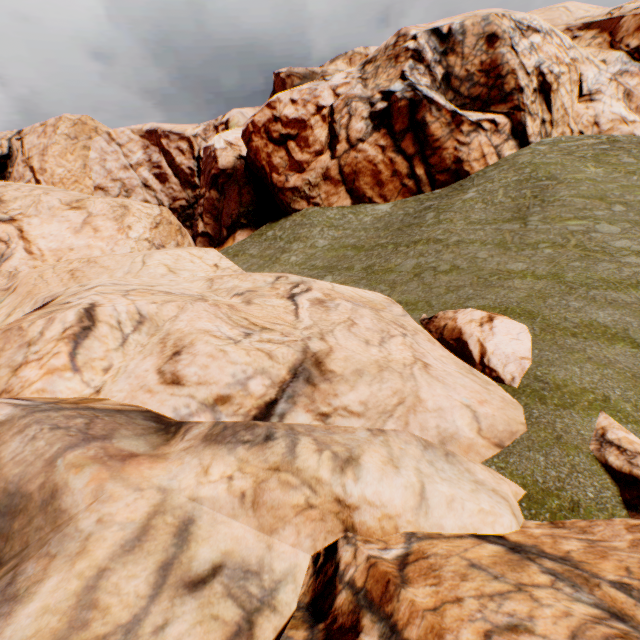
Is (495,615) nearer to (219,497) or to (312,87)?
(219,497)
